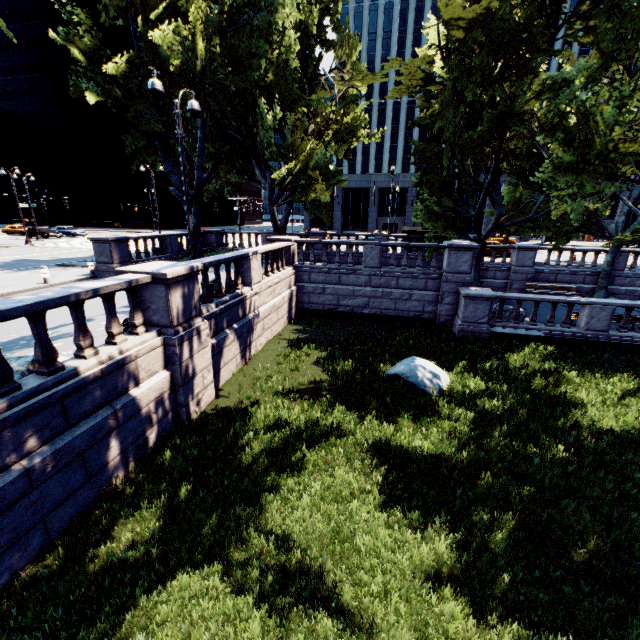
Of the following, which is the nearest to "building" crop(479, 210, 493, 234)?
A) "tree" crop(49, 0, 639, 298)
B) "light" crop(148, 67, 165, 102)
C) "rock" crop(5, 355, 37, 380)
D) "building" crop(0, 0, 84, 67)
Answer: "tree" crop(49, 0, 639, 298)

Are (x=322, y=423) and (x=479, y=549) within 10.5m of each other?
yes

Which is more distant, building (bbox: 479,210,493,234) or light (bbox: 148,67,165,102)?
building (bbox: 479,210,493,234)

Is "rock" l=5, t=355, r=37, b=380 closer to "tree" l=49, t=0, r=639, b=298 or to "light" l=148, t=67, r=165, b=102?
"tree" l=49, t=0, r=639, b=298

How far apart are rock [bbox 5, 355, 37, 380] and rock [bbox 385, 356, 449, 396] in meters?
9.1

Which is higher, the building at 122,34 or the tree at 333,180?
the building at 122,34

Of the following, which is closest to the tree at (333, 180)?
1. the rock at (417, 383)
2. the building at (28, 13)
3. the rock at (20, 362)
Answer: the rock at (20, 362)

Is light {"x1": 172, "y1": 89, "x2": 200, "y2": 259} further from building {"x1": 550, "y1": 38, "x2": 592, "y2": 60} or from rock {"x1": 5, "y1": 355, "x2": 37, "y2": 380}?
building {"x1": 550, "y1": 38, "x2": 592, "y2": 60}
